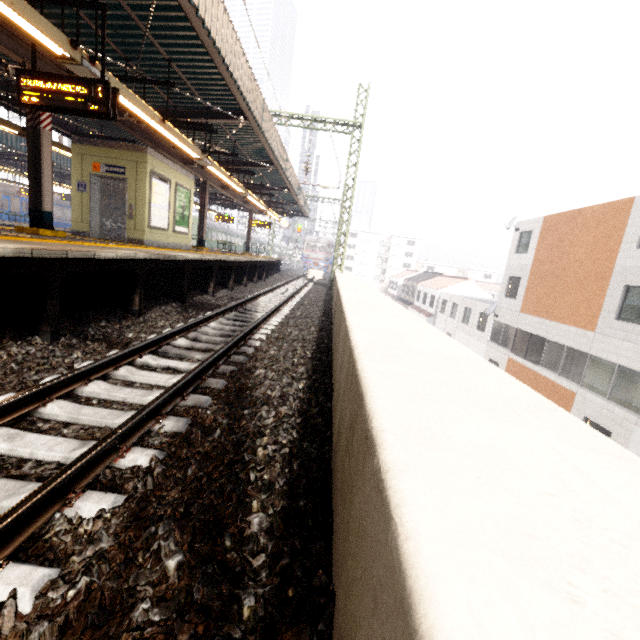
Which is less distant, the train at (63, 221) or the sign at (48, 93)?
the sign at (48, 93)

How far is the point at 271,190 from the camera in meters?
19.3

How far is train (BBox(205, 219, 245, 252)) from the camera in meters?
37.5

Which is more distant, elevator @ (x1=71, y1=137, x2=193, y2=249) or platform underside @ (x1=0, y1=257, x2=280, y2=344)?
elevator @ (x1=71, y1=137, x2=193, y2=249)

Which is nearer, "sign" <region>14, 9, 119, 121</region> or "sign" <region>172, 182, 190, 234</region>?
"sign" <region>14, 9, 119, 121</region>

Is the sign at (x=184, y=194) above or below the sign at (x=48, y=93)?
below

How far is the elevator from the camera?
9.9m

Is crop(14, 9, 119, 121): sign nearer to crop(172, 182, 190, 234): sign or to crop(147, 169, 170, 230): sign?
crop(147, 169, 170, 230): sign
